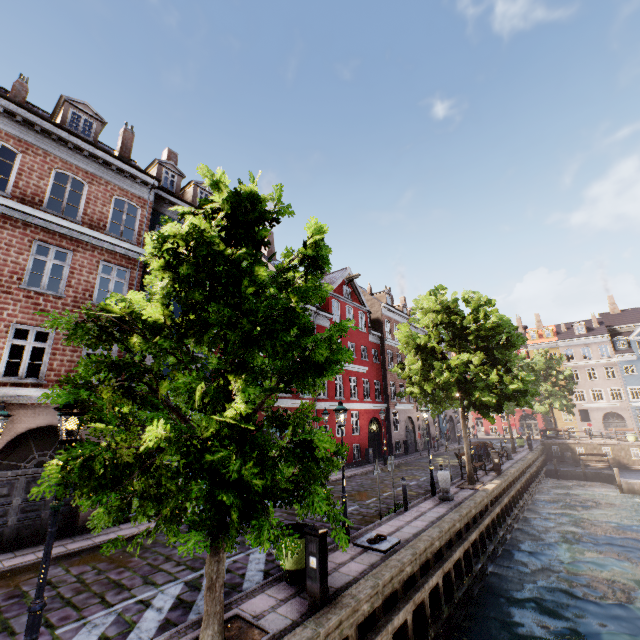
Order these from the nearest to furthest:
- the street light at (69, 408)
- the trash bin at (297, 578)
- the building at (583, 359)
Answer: the street light at (69, 408) < the trash bin at (297, 578) < the building at (583, 359)

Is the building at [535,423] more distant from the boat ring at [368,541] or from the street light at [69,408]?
the boat ring at [368,541]

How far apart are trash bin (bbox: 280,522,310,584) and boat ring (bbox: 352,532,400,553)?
2.1 meters

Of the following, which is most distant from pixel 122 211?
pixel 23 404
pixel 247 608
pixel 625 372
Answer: pixel 625 372

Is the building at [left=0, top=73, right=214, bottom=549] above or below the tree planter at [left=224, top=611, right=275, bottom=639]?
above

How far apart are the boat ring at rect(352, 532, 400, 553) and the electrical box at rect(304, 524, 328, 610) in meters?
2.8 m

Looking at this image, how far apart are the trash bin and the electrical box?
0.6 meters

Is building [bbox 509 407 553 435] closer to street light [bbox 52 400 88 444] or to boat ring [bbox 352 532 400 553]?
street light [bbox 52 400 88 444]
